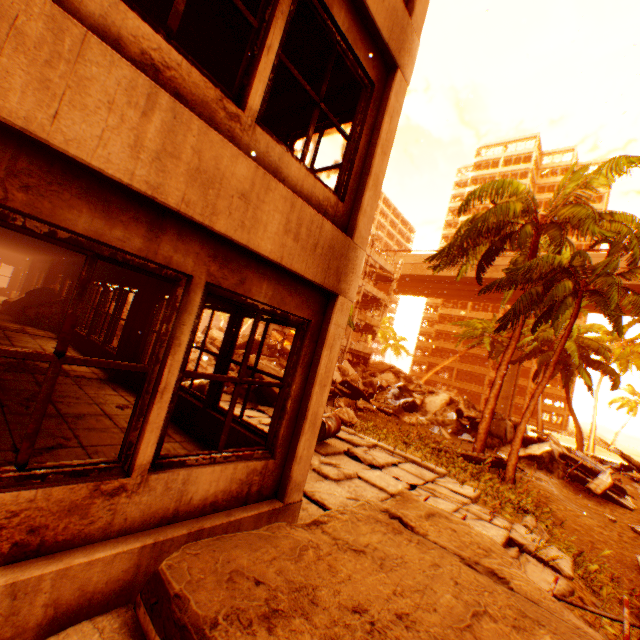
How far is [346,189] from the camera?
3.8 meters

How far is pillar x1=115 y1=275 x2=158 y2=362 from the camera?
6.7m

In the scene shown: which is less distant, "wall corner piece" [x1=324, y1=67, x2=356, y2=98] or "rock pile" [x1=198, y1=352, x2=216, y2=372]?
"wall corner piece" [x1=324, y1=67, x2=356, y2=98]

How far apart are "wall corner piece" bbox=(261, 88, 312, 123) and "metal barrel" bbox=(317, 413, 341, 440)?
5.68m

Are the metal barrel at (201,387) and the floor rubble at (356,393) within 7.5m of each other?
no

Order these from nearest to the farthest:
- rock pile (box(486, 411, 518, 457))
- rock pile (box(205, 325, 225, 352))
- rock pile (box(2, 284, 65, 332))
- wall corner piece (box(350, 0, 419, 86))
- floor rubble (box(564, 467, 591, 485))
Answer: wall corner piece (box(350, 0, 419, 86))
rock pile (box(2, 284, 65, 332))
rock pile (box(205, 325, 225, 352))
floor rubble (box(564, 467, 591, 485))
rock pile (box(486, 411, 518, 457))

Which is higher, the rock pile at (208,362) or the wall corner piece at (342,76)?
the wall corner piece at (342,76)

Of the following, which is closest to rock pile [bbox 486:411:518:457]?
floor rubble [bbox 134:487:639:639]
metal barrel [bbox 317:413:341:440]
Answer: metal barrel [bbox 317:413:341:440]
